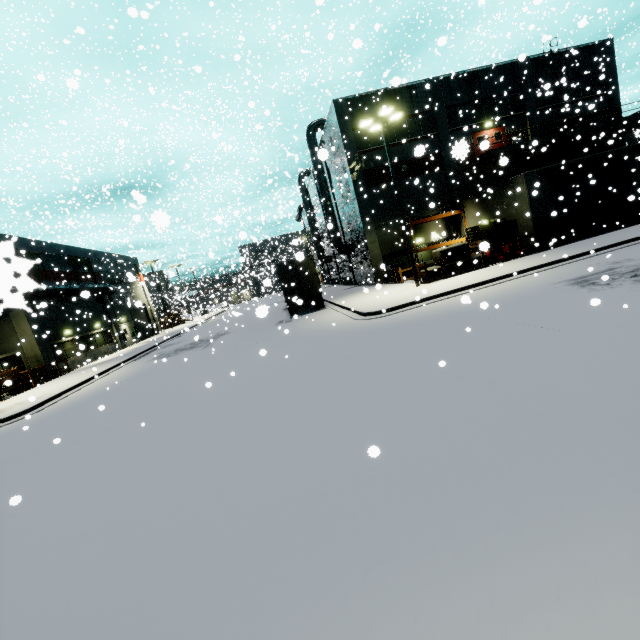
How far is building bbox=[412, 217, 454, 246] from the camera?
27.2 meters

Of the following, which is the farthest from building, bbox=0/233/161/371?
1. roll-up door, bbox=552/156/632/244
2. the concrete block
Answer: the concrete block

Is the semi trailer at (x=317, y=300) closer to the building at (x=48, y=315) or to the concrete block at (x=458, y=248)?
the building at (x=48, y=315)

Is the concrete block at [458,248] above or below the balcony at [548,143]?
below

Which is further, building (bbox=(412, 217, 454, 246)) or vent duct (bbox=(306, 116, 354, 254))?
vent duct (bbox=(306, 116, 354, 254))

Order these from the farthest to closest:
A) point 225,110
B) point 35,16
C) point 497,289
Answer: point 225,110
point 35,16
point 497,289

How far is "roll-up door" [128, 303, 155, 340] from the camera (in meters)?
33.19

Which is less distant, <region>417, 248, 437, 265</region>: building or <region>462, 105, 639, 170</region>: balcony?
<region>462, 105, 639, 170</region>: balcony
